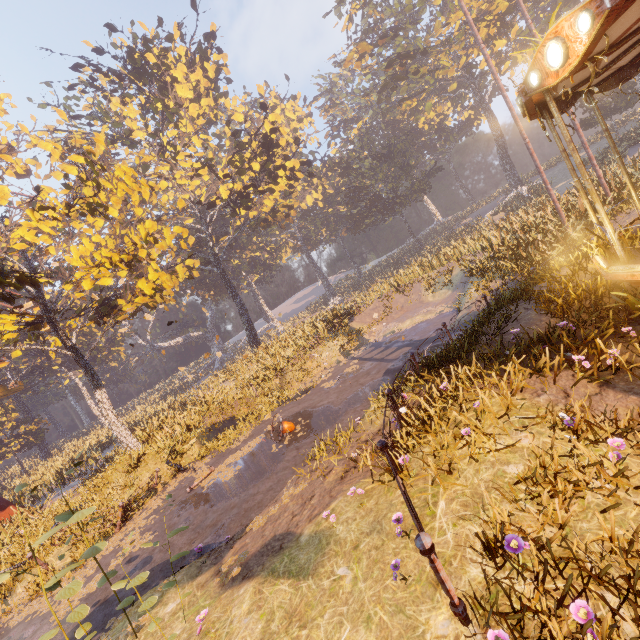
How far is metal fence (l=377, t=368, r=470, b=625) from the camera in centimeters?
291cm

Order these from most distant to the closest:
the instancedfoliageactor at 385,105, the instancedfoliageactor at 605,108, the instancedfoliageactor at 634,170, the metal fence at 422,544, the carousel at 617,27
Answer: the instancedfoliageactor at 605,108 → the instancedfoliageactor at 634,170 → the instancedfoliageactor at 385,105 → the carousel at 617,27 → the metal fence at 422,544

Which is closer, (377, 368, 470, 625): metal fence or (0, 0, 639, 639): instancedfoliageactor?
(377, 368, 470, 625): metal fence

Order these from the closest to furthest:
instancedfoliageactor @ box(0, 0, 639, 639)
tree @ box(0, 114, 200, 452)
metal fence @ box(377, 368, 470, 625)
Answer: metal fence @ box(377, 368, 470, 625)
instancedfoliageactor @ box(0, 0, 639, 639)
tree @ box(0, 114, 200, 452)

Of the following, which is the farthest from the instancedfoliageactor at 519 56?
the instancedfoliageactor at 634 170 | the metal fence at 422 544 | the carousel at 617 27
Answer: the metal fence at 422 544

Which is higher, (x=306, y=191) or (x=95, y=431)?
(x=306, y=191)

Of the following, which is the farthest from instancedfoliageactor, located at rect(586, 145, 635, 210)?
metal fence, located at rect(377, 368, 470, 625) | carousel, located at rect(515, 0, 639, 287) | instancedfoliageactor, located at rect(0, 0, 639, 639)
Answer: metal fence, located at rect(377, 368, 470, 625)

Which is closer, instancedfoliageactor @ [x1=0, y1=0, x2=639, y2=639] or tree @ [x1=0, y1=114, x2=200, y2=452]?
instancedfoliageactor @ [x1=0, y1=0, x2=639, y2=639]
